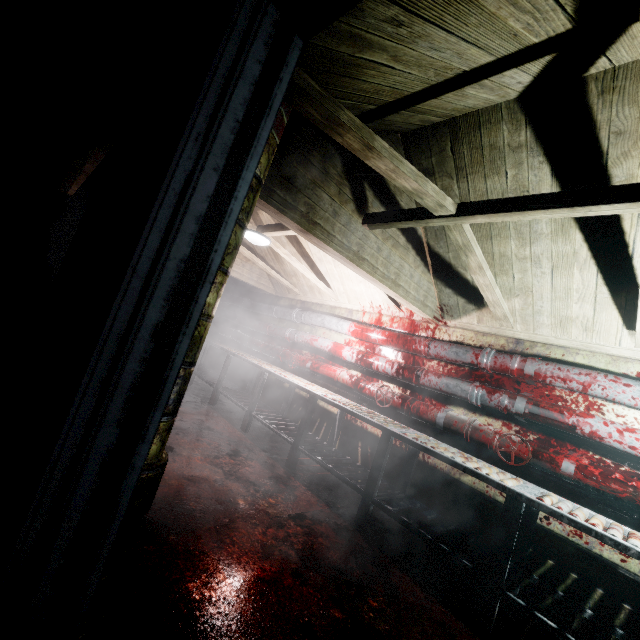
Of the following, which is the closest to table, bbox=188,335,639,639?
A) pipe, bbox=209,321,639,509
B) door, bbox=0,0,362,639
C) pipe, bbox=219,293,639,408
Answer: pipe, bbox=209,321,639,509

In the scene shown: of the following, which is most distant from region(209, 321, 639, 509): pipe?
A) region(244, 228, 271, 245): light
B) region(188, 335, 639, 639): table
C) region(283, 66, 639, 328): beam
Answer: region(244, 228, 271, 245): light

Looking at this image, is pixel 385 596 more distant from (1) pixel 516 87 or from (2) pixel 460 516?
(1) pixel 516 87

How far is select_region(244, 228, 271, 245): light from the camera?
3.5 meters

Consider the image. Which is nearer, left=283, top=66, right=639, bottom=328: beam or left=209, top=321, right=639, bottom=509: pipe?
left=283, top=66, right=639, bottom=328: beam

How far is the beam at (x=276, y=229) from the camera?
3.25m

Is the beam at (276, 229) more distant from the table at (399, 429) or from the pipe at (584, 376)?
the table at (399, 429)

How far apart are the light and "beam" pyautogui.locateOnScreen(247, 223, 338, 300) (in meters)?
0.05
